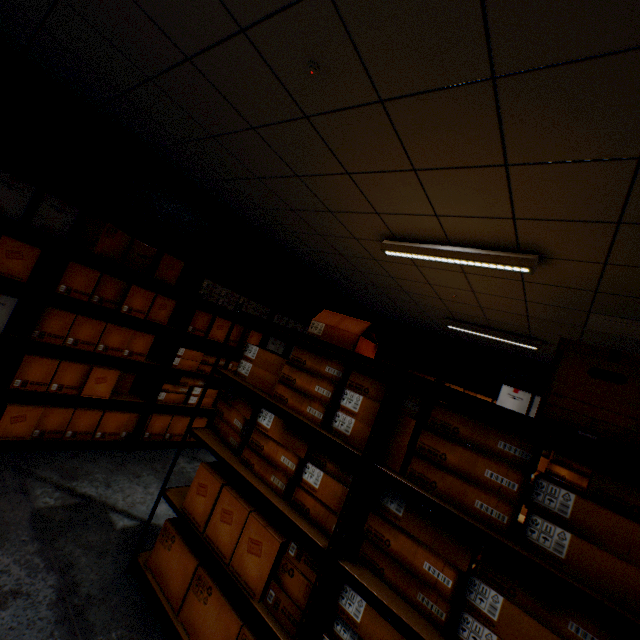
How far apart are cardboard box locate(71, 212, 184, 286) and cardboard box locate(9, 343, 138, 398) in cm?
95

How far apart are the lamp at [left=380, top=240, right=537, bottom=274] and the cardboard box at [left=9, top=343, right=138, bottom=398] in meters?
2.8 m

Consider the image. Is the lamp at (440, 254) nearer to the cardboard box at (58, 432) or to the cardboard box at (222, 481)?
the cardboard box at (222, 481)

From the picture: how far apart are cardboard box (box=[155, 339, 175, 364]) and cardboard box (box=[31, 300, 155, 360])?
0.2m

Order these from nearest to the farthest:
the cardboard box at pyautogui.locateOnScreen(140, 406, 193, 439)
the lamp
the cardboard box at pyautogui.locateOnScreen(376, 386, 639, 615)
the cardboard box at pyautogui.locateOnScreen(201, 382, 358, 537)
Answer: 1. the cardboard box at pyautogui.locateOnScreen(376, 386, 639, 615)
2. the cardboard box at pyautogui.locateOnScreen(201, 382, 358, 537)
3. the lamp
4. the cardboard box at pyautogui.locateOnScreen(140, 406, 193, 439)

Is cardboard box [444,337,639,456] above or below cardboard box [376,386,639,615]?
above

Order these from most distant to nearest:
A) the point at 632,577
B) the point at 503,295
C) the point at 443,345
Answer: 1. the point at 443,345
2. the point at 503,295
3. the point at 632,577

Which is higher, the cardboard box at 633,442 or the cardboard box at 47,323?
the cardboard box at 633,442
